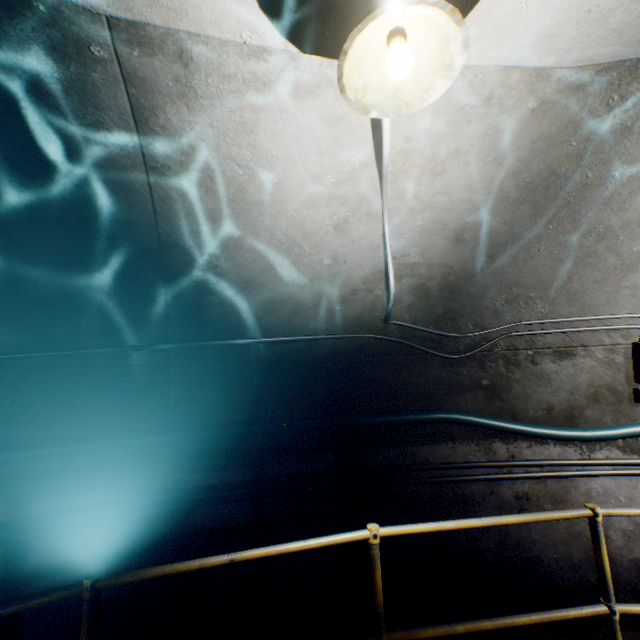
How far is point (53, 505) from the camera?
2.4 meters

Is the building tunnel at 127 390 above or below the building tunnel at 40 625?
above

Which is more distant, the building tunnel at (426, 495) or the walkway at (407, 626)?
the building tunnel at (426, 495)

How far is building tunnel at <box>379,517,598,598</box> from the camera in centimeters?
301cm

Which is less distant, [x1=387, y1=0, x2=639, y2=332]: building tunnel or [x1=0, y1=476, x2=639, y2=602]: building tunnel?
[x1=387, y1=0, x2=639, y2=332]: building tunnel

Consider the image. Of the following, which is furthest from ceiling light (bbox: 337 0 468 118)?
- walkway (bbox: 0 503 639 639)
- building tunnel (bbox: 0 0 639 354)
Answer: walkway (bbox: 0 503 639 639)

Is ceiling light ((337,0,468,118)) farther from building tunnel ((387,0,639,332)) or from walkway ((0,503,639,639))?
walkway ((0,503,639,639))

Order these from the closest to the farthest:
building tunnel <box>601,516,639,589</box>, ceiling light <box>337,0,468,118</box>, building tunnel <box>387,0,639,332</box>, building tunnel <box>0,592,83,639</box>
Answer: ceiling light <box>337,0,468,118</box> → building tunnel <box>387,0,639,332</box> → building tunnel <box>0,592,83,639</box> → building tunnel <box>601,516,639,589</box>
